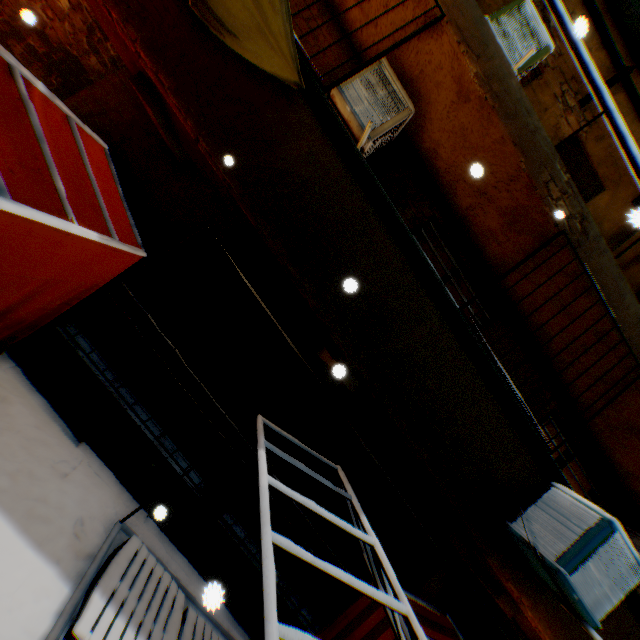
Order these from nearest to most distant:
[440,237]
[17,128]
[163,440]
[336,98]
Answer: [17,128] → [336,98] → [163,440] → [440,237]

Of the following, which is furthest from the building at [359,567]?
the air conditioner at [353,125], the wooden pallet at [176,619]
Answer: the wooden pallet at [176,619]

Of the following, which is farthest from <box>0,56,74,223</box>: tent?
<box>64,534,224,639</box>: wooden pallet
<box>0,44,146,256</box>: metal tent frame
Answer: <box>64,534,224,639</box>: wooden pallet

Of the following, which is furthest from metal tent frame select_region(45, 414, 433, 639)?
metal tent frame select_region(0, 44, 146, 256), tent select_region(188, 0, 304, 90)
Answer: metal tent frame select_region(0, 44, 146, 256)

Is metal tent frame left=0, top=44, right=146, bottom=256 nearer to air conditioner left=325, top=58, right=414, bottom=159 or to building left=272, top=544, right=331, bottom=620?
building left=272, top=544, right=331, bottom=620

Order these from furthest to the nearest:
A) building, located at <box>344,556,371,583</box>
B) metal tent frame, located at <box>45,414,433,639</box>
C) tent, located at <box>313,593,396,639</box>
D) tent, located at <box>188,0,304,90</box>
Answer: building, located at <box>344,556,371,583</box>, tent, located at <box>313,593,396,639</box>, tent, located at <box>188,0,304,90</box>, metal tent frame, located at <box>45,414,433,639</box>

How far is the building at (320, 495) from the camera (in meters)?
4.85
